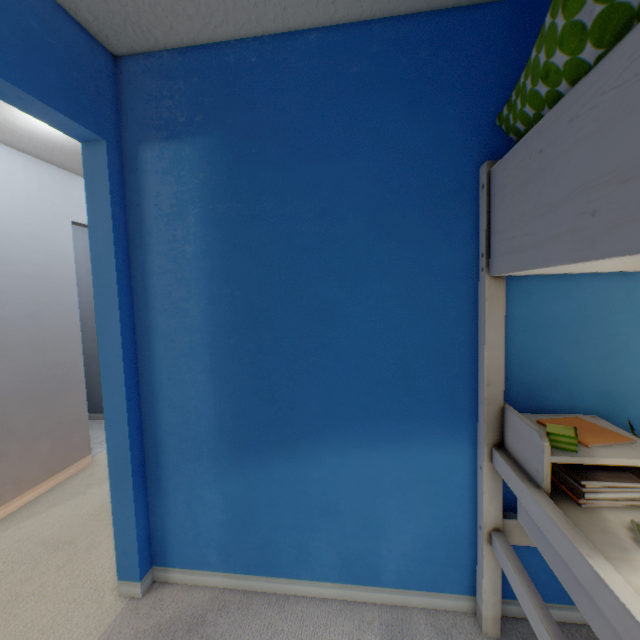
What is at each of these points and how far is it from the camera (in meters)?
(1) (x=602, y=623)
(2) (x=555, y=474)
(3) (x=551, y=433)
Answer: (1) loft bed, 0.74
(2) notebook stack, 1.06
(3) sticker, 1.00

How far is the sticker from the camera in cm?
97

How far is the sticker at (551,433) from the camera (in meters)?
0.97

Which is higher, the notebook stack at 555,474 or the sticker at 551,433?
the sticker at 551,433

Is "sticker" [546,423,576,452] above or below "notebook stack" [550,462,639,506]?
above
